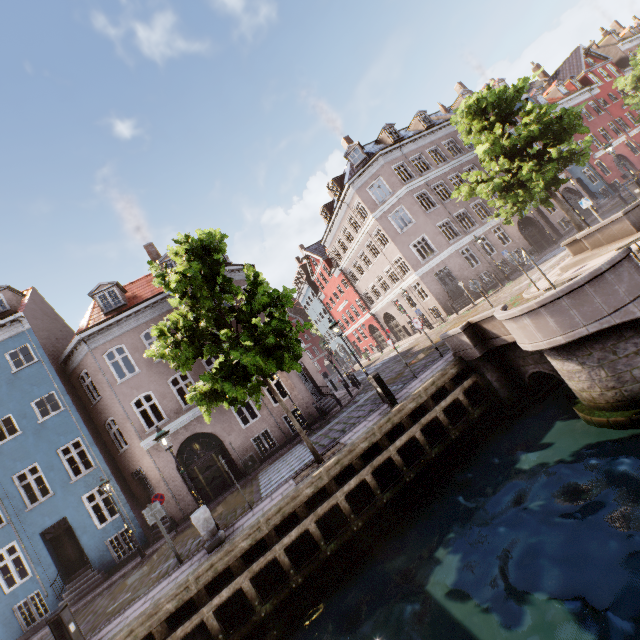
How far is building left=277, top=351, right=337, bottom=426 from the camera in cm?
1834

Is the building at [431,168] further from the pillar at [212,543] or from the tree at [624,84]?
the pillar at [212,543]

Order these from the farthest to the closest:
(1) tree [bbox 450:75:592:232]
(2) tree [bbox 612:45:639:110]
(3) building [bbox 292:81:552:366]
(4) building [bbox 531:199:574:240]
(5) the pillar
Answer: (4) building [bbox 531:199:574:240], (3) building [bbox 292:81:552:366], (2) tree [bbox 612:45:639:110], (1) tree [bbox 450:75:592:232], (5) the pillar

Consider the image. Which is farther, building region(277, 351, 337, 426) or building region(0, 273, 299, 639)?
building region(277, 351, 337, 426)

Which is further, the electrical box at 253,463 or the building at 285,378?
the building at 285,378

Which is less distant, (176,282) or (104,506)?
(176,282)
